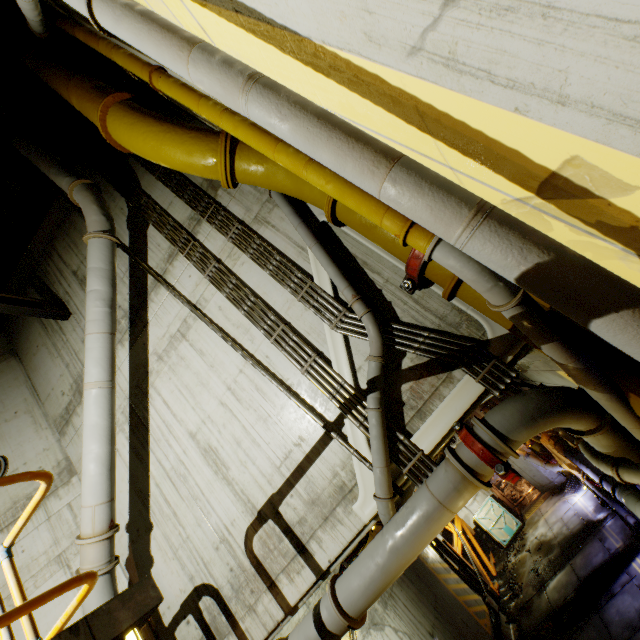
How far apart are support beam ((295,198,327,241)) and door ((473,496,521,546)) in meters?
19.7

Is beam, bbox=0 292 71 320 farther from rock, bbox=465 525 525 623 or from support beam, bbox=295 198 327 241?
rock, bbox=465 525 525 623

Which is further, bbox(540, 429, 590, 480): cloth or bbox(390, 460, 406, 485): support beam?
bbox(540, 429, 590, 480): cloth

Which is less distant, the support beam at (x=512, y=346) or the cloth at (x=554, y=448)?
the support beam at (x=512, y=346)

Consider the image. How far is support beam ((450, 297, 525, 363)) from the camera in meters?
4.3

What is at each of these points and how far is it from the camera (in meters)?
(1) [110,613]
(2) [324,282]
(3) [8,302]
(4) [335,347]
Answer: (1) stairs, 2.22
(2) support beam, 5.58
(3) beam, 7.65
(4) support beam, 5.32

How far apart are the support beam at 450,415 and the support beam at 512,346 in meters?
0.3 m

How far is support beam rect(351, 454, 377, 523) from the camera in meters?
4.7 m
